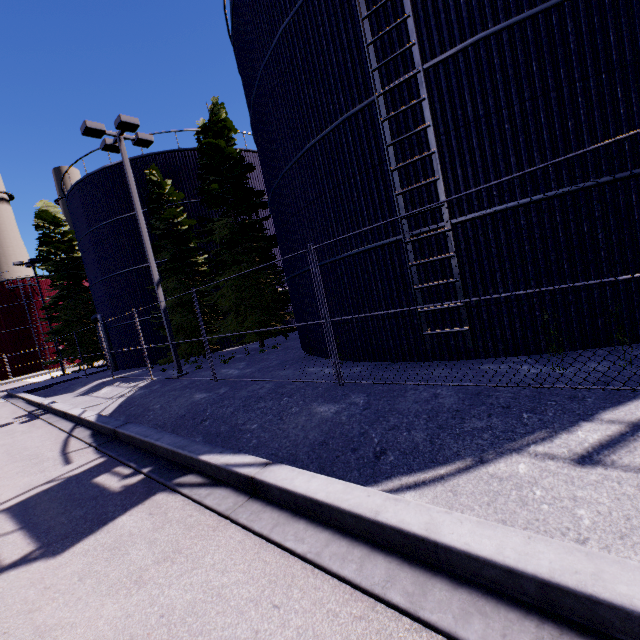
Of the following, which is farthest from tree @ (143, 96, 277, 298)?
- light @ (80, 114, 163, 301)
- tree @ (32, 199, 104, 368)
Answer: tree @ (32, 199, 104, 368)

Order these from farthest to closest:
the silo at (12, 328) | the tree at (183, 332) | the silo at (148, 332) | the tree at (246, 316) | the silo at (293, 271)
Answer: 1. the silo at (12, 328)
2. the silo at (148, 332)
3. the tree at (183, 332)
4. the tree at (246, 316)
5. the silo at (293, 271)

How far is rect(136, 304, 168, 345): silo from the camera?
19.6m

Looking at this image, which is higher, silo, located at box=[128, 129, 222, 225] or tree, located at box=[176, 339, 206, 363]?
silo, located at box=[128, 129, 222, 225]

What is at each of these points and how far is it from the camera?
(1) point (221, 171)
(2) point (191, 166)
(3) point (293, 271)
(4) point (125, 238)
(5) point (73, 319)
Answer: (1) tree, 15.9 meters
(2) silo, 19.2 meters
(3) silo, 11.3 meters
(4) silo, 19.3 meters
(5) tree, 26.0 meters

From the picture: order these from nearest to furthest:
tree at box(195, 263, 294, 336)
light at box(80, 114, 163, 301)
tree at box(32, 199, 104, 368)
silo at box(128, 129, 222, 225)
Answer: light at box(80, 114, 163, 301)
tree at box(195, 263, 294, 336)
silo at box(128, 129, 222, 225)
tree at box(32, 199, 104, 368)

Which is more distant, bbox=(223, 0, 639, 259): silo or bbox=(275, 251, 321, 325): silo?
bbox=(275, 251, 321, 325): silo

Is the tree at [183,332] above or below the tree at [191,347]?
above
